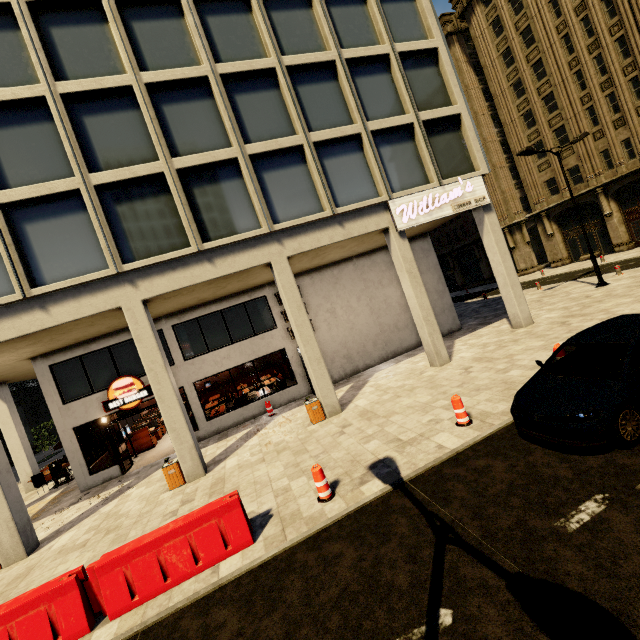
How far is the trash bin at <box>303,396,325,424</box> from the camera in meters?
11.5

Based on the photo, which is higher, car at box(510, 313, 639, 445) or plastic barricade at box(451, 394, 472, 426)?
car at box(510, 313, 639, 445)

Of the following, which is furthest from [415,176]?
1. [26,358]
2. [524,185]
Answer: [524,185]

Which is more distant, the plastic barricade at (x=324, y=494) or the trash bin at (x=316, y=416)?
the trash bin at (x=316, y=416)

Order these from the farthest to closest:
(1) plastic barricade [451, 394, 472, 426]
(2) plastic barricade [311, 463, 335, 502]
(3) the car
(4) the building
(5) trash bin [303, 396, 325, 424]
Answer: (5) trash bin [303, 396, 325, 424] < (4) the building < (1) plastic barricade [451, 394, 472, 426] < (2) plastic barricade [311, 463, 335, 502] < (3) the car

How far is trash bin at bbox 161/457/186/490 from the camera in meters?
10.1

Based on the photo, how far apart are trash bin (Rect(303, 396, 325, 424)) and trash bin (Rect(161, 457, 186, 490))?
4.46m

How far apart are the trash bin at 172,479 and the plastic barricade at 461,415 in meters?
8.4
